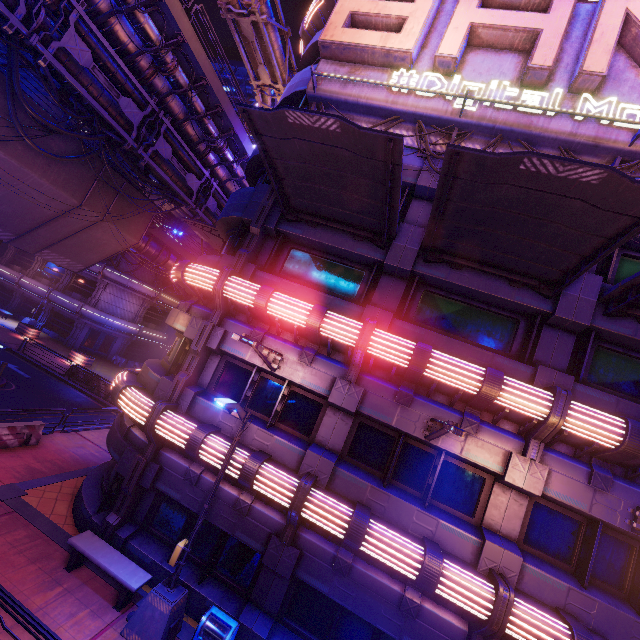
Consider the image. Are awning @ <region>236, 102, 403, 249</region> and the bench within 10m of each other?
no

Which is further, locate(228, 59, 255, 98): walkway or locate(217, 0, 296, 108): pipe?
locate(228, 59, 255, 98): walkway

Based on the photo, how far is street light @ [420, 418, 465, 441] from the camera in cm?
594

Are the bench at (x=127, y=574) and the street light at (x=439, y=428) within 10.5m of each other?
yes

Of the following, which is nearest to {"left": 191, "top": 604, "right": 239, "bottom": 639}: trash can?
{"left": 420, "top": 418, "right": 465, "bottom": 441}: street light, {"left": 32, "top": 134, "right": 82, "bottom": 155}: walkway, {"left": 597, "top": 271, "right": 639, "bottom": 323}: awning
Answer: Answer: {"left": 420, "top": 418, "right": 465, "bottom": 441}: street light

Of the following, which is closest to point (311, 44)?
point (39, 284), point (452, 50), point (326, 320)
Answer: point (452, 50)

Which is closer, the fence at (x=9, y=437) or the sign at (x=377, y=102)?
the sign at (x=377, y=102)

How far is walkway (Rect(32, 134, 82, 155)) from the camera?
14.9 meters
